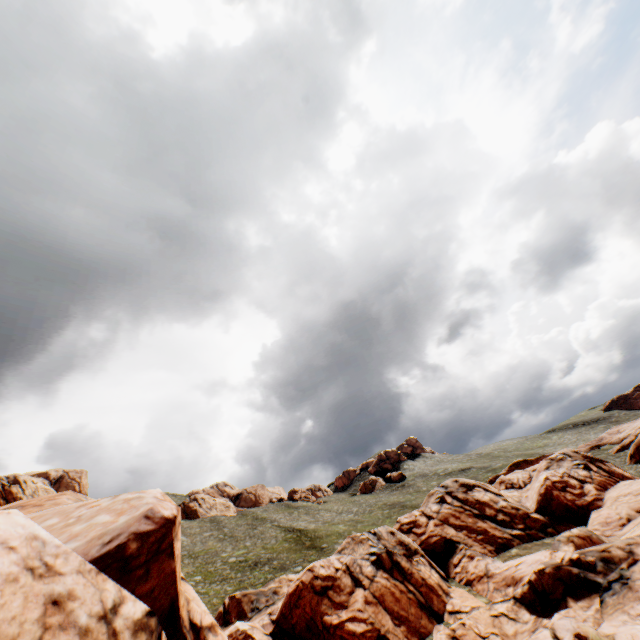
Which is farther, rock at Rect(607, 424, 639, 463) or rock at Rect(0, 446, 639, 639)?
rock at Rect(607, 424, 639, 463)

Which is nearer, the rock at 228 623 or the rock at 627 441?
the rock at 228 623

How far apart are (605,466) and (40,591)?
54.4m
